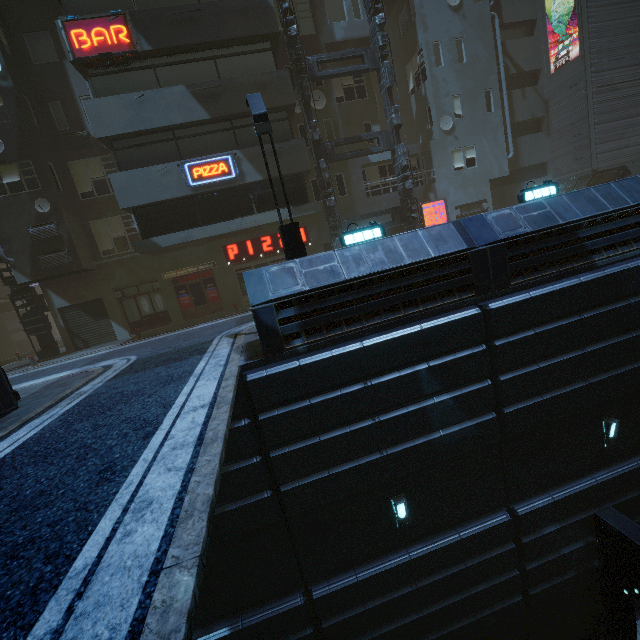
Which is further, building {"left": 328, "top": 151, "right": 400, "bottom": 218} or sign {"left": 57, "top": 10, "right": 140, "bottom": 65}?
building {"left": 328, "top": 151, "right": 400, "bottom": 218}

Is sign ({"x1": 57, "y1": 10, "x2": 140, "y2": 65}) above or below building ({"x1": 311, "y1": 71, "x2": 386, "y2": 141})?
above

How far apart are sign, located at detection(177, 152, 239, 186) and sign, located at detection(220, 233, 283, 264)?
3.7 meters

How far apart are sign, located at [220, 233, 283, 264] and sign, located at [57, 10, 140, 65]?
8.5m

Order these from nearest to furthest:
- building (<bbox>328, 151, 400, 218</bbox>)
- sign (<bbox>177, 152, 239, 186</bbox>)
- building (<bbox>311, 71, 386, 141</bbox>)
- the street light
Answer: the street light < sign (<bbox>177, 152, 239, 186</bbox>) < building (<bbox>311, 71, 386, 141</bbox>) < building (<bbox>328, 151, 400, 218</bbox>)

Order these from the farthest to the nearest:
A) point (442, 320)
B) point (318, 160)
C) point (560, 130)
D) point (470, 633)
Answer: point (560, 130) → point (318, 160) → point (470, 633) → point (442, 320)

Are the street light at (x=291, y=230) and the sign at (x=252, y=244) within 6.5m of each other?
no

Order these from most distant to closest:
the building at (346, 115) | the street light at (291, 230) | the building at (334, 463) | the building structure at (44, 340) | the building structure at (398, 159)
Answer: the building at (346, 115), the building structure at (44, 340), the building structure at (398, 159), the street light at (291, 230), the building at (334, 463)
